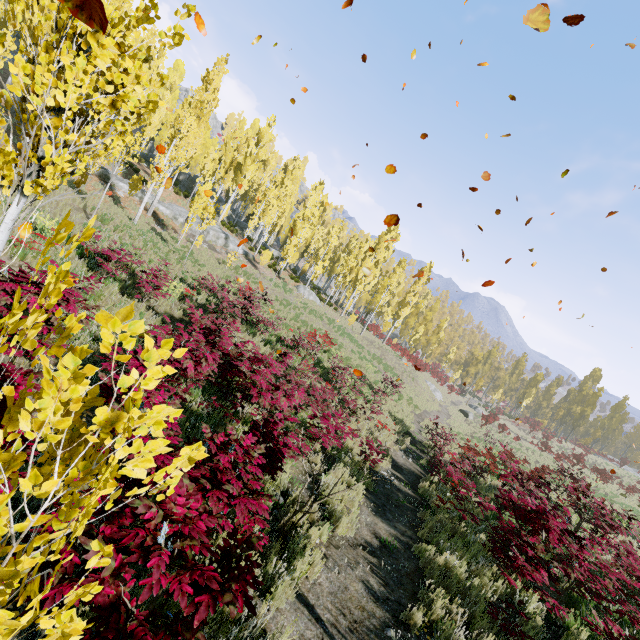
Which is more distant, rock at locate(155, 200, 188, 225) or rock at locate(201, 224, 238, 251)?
rock at locate(201, 224, 238, 251)

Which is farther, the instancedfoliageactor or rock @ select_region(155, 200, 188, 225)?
rock @ select_region(155, 200, 188, 225)

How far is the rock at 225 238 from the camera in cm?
2736

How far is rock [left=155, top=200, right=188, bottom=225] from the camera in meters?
25.7 m

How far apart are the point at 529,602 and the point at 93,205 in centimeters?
2056cm
